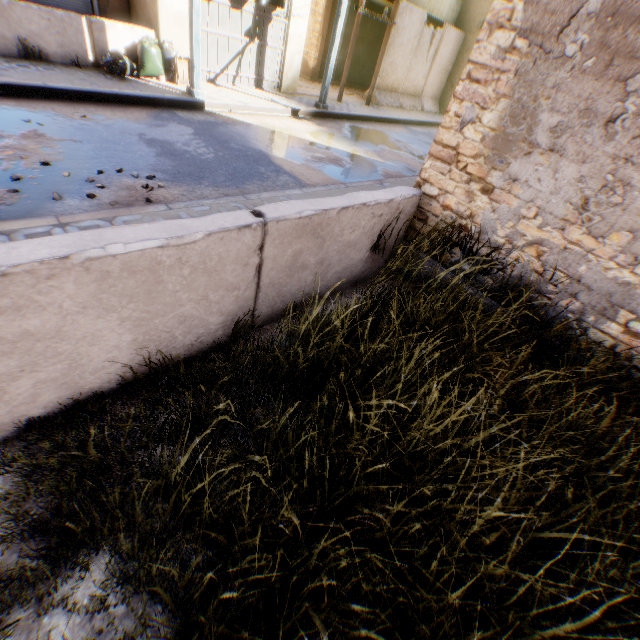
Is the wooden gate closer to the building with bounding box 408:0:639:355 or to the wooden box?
the building with bounding box 408:0:639:355

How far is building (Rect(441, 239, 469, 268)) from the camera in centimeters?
391cm

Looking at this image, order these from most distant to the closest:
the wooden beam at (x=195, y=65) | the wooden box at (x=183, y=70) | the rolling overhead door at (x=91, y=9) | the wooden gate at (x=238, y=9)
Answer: the wooden gate at (x=238, y=9) < the wooden box at (x=183, y=70) < the rolling overhead door at (x=91, y=9) < the wooden beam at (x=195, y=65)

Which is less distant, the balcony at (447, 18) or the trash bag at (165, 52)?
the trash bag at (165, 52)

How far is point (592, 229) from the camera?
3.0m

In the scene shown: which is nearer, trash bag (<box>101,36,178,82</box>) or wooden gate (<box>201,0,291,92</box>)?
trash bag (<box>101,36,178,82</box>)

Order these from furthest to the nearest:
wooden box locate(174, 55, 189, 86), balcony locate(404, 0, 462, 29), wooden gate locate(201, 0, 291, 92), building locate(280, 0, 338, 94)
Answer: balcony locate(404, 0, 462, 29) < building locate(280, 0, 338, 94) < wooden gate locate(201, 0, 291, 92) < wooden box locate(174, 55, 189, 86)

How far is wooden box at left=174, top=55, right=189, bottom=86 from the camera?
8.1 meters
